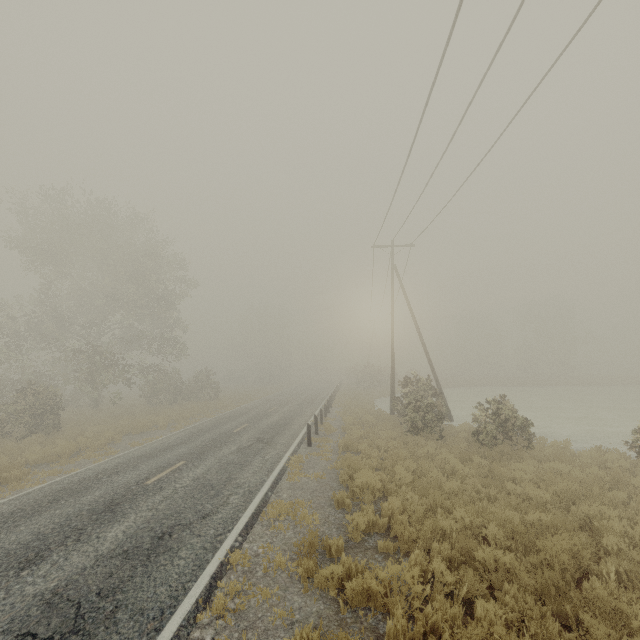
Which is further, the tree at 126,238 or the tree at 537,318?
the tree at 537,318

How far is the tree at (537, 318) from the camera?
52.69m

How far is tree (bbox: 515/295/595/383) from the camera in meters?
52.7 m

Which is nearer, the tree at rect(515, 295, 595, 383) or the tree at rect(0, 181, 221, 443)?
the tree at rect(0, 181, 221, 443)

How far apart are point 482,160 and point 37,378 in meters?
32.2 m
